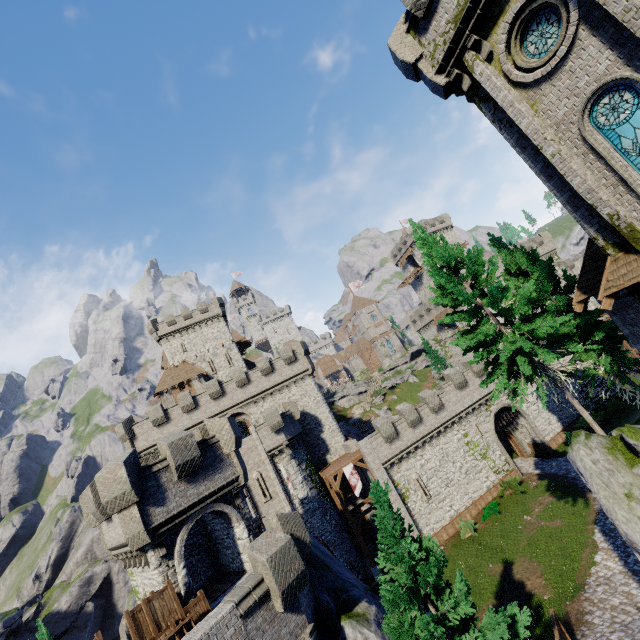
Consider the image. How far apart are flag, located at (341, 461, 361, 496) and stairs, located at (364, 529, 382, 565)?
7.0m

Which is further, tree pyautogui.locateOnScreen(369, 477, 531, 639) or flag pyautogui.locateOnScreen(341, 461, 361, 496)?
flag pyautogui.locateOnScreen(341, 461, 361, 496)

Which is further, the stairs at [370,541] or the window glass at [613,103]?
the stairs at [370,541]

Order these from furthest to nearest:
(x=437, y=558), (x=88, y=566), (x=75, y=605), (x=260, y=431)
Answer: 1. (x=88, y=566)
2. (x=75, y=605)
3. (x=260, y=431)
4. (x=437, y=558)

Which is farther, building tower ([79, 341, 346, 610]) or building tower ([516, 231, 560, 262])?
building tower ([516, 231, 560, 262])

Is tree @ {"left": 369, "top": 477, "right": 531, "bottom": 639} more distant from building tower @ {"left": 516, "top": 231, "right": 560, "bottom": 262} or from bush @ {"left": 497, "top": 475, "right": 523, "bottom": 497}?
building tower @ {"left": 516, "top": 231, "right": 560, "bottom": 262}

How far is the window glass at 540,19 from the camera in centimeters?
1051cm

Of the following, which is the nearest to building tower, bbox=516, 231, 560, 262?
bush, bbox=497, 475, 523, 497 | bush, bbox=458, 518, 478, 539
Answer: bush, bbox=497, 475, 523, 497
